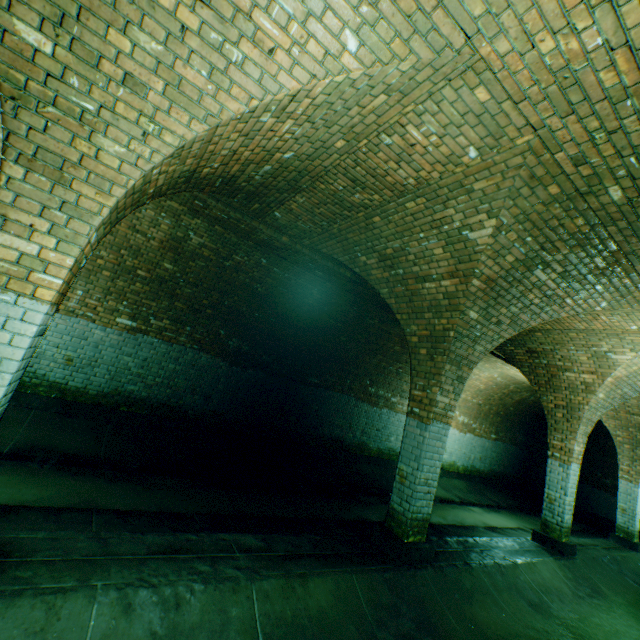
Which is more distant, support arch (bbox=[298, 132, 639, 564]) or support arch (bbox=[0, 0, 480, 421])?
support arch (bbox=[298, 132, 639, 564])

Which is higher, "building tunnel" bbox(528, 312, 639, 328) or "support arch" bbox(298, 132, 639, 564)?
"building tunnel" bbox(528, 312, 639, 328)

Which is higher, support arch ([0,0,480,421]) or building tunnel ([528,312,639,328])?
building tunnel ([528,312,639,328])

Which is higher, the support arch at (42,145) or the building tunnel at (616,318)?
the building tunnel at (616,318)

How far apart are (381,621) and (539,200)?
4.61m

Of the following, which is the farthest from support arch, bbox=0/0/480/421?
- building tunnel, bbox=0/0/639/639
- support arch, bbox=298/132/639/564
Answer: support arch, bbox=298/132/639/564

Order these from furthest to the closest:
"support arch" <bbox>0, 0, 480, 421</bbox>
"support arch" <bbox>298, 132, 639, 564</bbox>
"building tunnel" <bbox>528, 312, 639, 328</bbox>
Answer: "building tunnel" <bbox>528, 312, 639, 328</bbox>
"support arch" <bbox>298, 132, 639, 564</bbox>
"support arch" <bbox>0, 0, 480, 421</bbox>

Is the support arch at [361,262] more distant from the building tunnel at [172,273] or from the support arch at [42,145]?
the support arch at [42,145]
